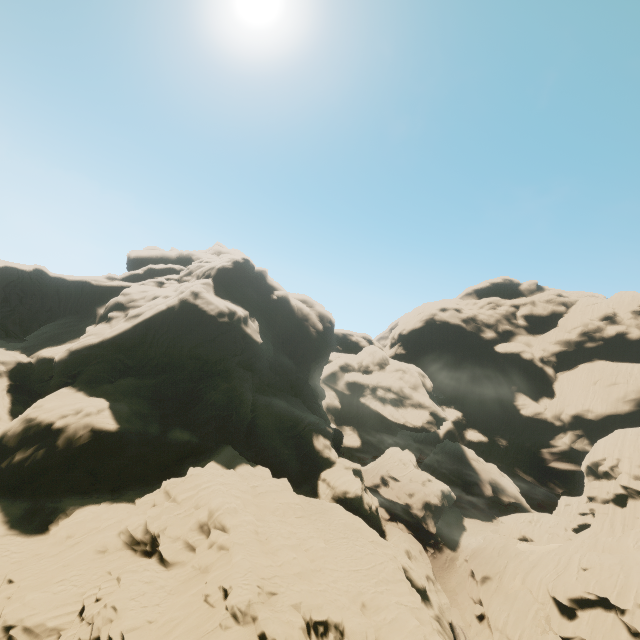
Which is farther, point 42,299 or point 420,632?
point 42,299

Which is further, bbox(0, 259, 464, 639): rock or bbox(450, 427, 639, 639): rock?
bbox(450, 427, 639, 639): rock

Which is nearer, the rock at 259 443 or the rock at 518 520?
the rock at 259 443
